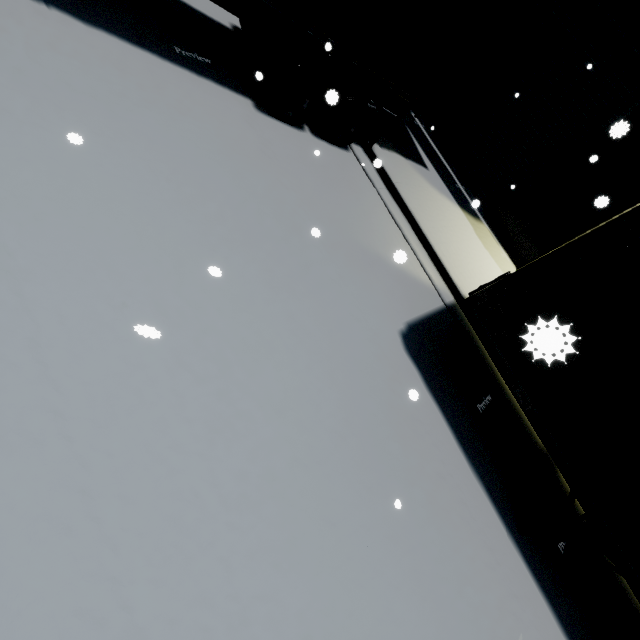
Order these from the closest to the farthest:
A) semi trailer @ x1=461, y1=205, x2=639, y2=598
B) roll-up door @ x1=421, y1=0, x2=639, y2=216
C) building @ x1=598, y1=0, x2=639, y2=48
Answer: semi trailer @ x1=461, y1=205, x2=639, y2=598 < building @ x1=598, y1=0, x2=639, y2=48 < roll-up door @ x1=421, y1=0, x2=639, y2=216

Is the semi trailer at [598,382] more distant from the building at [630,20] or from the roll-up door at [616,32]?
the roll-up door at [616,32]

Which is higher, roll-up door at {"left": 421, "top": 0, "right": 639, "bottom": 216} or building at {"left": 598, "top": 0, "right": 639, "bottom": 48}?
building at {"left": 598, "top": 0, "right": 639, "bottom": 48}

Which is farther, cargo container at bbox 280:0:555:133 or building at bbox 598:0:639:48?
building at bbox 598:0:639:48

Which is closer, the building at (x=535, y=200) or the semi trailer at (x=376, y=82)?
the semi trailer at (x=376, y=82)

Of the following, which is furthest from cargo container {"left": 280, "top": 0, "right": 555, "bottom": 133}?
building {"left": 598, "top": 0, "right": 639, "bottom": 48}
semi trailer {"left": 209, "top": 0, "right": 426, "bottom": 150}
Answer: building {"left": 598, "top": 0, "right": 639, "bottom": 48}

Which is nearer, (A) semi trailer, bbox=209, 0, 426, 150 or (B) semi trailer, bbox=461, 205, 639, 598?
(B) semi trailer, bbox=461, 205, 639, 598

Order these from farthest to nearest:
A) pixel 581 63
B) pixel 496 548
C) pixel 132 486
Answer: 1. pixel 581 63
2. pixel 496 548
3. pixel 132 486
